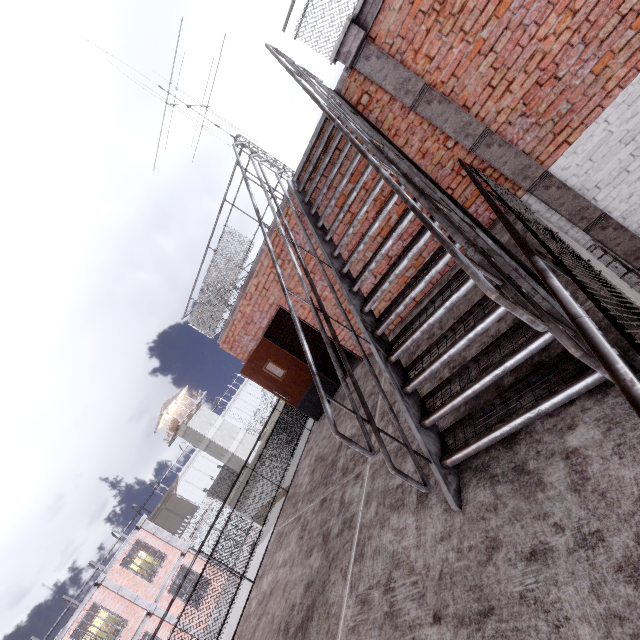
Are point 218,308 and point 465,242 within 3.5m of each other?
no

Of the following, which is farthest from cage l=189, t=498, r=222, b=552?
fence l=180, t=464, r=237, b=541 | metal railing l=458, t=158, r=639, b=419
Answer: metal railing l=458, t=158, r=639, b=419

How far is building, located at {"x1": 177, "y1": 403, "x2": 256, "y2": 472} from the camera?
48.34m

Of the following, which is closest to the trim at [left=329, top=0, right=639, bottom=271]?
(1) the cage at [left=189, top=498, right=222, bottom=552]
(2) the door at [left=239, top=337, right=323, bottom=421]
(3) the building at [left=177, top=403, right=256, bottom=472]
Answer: (1) the cage at [left=189, top=498, right=222, bottom=552]

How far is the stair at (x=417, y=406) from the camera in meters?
1.8 m

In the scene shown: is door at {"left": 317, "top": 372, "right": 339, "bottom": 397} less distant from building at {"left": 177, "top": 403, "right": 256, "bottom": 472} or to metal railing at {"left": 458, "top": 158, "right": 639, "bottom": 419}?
metal railing at {"left": 458, "top": 158, "right": 639, "bottom": 419}

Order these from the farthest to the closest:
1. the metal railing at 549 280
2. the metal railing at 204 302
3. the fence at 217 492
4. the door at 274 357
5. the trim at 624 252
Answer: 1. the fence at 217 492
2. the door at 274 357
3. the metal railing at 204 302
4. the trim at 624 252
5. the metal railing at 549 280

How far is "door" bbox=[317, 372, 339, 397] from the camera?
7.5m
